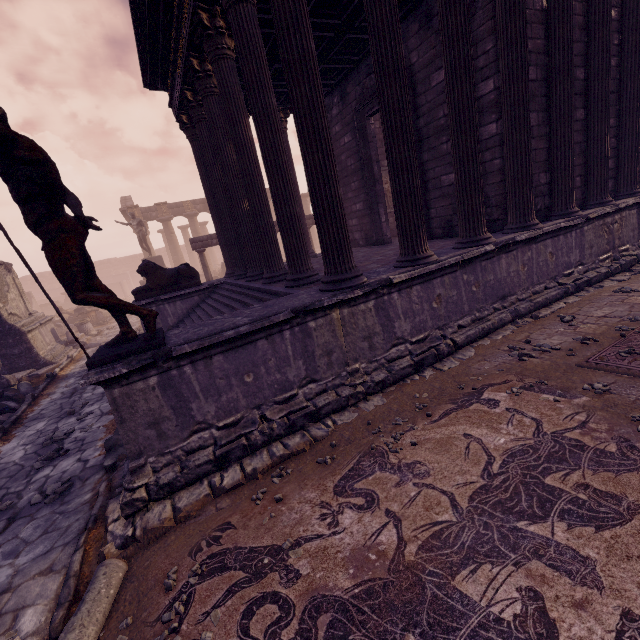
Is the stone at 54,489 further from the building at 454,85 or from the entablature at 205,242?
the entablature at 205,242

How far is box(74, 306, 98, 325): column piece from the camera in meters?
18.8

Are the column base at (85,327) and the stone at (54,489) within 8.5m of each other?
no

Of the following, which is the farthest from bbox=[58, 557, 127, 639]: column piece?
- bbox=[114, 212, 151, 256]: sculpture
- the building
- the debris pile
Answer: bbox=[114, 212, 151, 256]: sculpture

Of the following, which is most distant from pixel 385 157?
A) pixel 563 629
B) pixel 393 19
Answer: pixel 563 629

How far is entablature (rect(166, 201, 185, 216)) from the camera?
27.97m

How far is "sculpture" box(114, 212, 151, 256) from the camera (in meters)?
19.69

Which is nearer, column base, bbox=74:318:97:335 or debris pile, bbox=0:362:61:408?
debris pile, bbox=0:362:61:408
